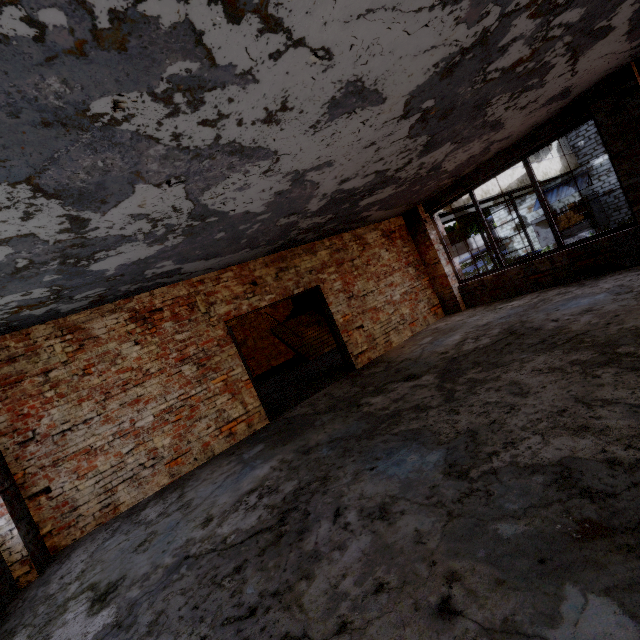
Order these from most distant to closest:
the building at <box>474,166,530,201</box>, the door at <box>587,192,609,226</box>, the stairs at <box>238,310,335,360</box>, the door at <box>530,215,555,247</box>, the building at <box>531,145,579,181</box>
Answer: the door at <box>530,215,555,247</box> < the door at <box>587,192,609,226</box> < the building at <box>531,145,579,181</box> < the building at <box>474,166,530,201</box> < the stairs at <box>238,310,335,360</box>

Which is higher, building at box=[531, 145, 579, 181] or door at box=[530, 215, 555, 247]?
building at box=[531, 145, 579, 181]

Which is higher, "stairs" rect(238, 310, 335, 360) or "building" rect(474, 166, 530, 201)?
"building" rect(474, 166, 530, 201)

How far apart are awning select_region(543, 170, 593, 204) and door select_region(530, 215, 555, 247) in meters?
0.5

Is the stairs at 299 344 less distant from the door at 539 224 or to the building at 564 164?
the building at 564 164

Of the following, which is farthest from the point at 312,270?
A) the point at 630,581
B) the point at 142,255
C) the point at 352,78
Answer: the point at 630,581

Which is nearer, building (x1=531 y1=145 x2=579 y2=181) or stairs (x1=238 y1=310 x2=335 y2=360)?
stairs (x1=238 y1=310 x2=335 y2=360)

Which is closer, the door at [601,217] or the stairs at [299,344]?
the stairs at [299,344]
